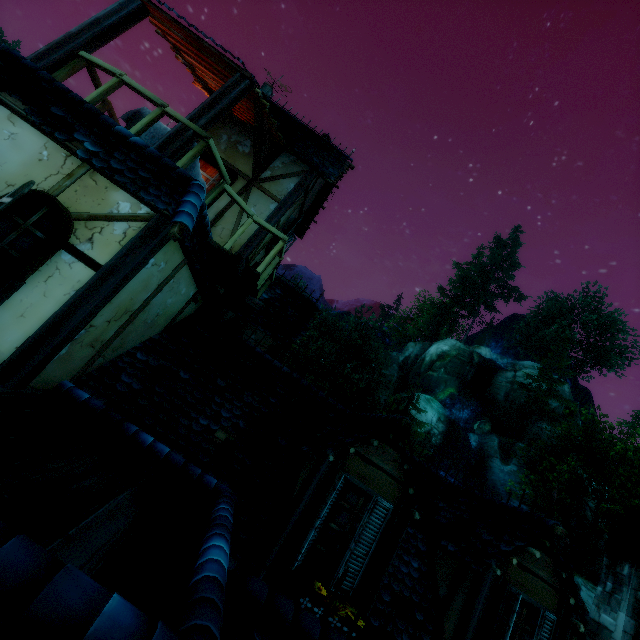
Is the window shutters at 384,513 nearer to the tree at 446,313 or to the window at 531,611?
the window at 531,611

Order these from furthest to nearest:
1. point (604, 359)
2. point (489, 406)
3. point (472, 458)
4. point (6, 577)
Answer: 1. point (489, 406)
2. point (604, 359)
3. point (472, 458)
4. point (6, 577)

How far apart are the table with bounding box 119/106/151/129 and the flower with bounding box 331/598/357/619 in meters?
6.2 m

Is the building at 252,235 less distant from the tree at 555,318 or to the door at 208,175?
the door at 208,175

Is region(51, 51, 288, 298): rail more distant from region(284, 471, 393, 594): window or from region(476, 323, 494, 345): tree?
region(476, 323, 494, 345): tree

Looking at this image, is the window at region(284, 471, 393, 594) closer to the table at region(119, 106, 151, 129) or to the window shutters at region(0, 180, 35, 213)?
the window shutters at region(0, 180, 35, 213)

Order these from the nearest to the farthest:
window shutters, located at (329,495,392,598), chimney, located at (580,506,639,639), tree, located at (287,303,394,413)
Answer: window shutters, located at (329,495,392,598) → chimney, located at (580,506,639,639) → tree, located at (287,303,394,413)

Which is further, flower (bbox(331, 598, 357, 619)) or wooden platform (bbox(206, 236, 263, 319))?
wooden platform (bbox(206, 236, 263, 319))
